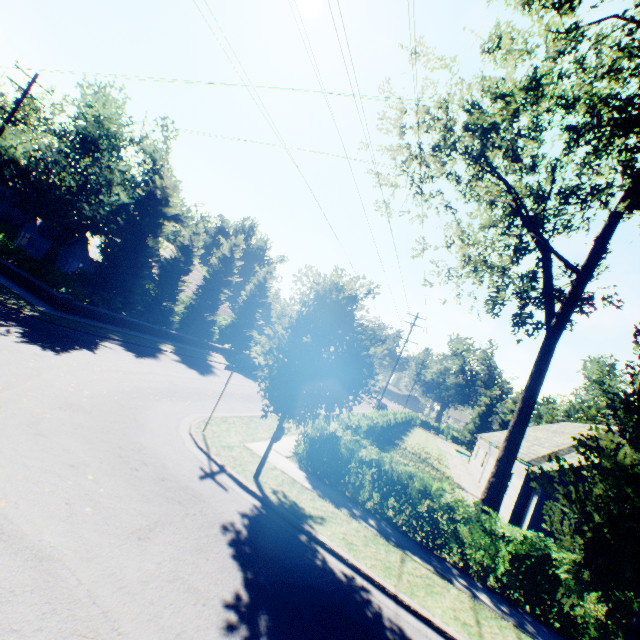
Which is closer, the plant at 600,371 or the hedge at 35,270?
the hedge at 35,270

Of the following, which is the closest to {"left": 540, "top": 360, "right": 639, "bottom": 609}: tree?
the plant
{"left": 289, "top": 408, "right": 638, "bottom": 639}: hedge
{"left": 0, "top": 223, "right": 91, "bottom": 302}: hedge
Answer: {"left": 0, "top": 223, "right": 91, "bottom": 302}: hedge

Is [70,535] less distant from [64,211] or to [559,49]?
[559,49]

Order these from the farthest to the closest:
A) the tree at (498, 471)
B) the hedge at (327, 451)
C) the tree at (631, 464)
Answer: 1. the tree at (498, 471)
2. the hedge at (327, 451)
3. the tree at (631, 464)

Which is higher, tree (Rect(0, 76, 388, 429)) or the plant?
the plant

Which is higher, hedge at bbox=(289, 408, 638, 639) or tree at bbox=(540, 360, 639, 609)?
tree at bbox=(540, 360, 639, 609)

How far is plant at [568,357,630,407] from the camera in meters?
56.4 m
